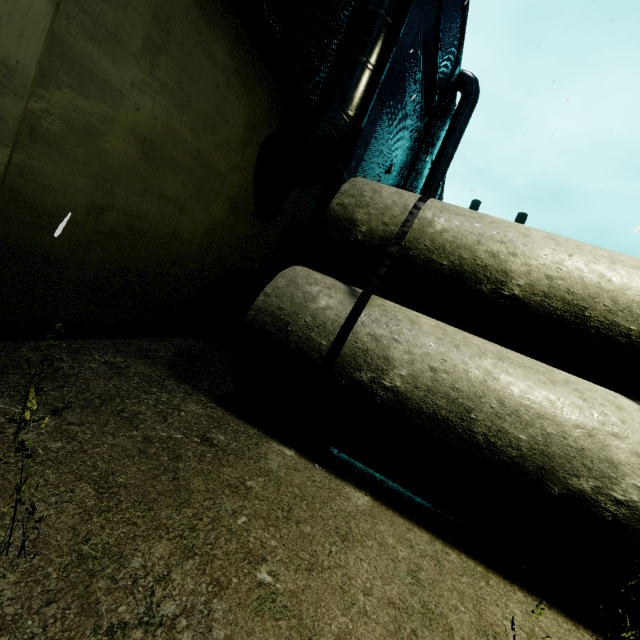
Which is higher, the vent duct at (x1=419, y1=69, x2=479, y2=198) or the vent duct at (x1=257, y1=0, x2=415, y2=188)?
the vent duct at (x1=419, y1=69, x2=479, y2=198)

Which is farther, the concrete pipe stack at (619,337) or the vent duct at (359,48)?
the vent duct at (359,48)

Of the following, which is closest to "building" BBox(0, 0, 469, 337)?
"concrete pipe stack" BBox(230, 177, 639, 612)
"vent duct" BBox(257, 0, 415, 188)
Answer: "vent duct" BBox(257, 0, 415, 188)

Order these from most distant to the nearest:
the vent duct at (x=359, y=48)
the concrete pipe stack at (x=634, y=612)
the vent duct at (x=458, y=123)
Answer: the vent duct at (x=458, y=123)
the vent duct at (x=359, y=48)
the concrete pipe stack at (x=634, y=612)

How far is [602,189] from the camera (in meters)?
10.47

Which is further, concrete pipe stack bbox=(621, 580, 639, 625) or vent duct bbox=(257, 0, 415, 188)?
vent duct bbox=(257, 0, 415, 188)

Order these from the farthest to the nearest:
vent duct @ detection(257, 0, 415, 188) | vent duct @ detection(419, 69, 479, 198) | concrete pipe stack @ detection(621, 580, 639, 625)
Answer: vent duct @ detection(419, 69, 479, 198)
vent duct @ detection(257, 0, 415, 188)
concrete pipe stack @ detection(621, 580, 639, 625)
